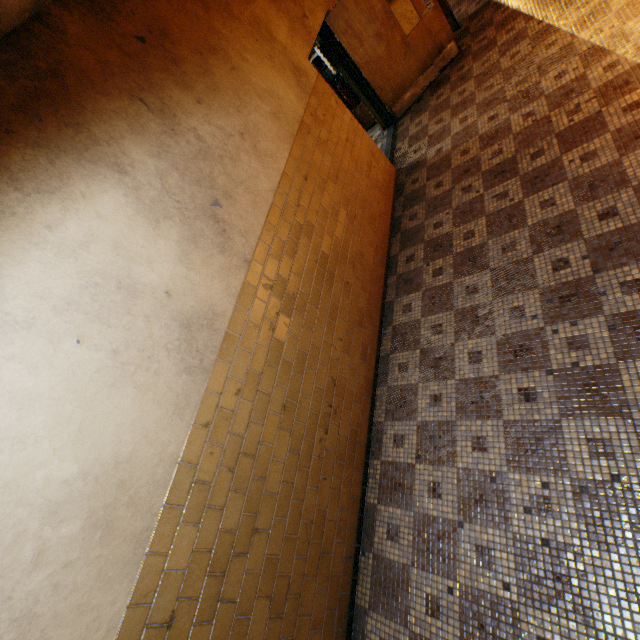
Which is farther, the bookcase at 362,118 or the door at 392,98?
the bookcase at 362,118

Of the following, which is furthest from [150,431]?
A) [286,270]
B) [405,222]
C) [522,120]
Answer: [522,120]

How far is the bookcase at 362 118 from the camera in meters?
6.5 m

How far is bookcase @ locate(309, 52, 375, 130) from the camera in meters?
6.5 m

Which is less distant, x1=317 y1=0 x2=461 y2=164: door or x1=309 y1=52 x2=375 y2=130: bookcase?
x1=317 y1=0 x2=461 y2=164: door
